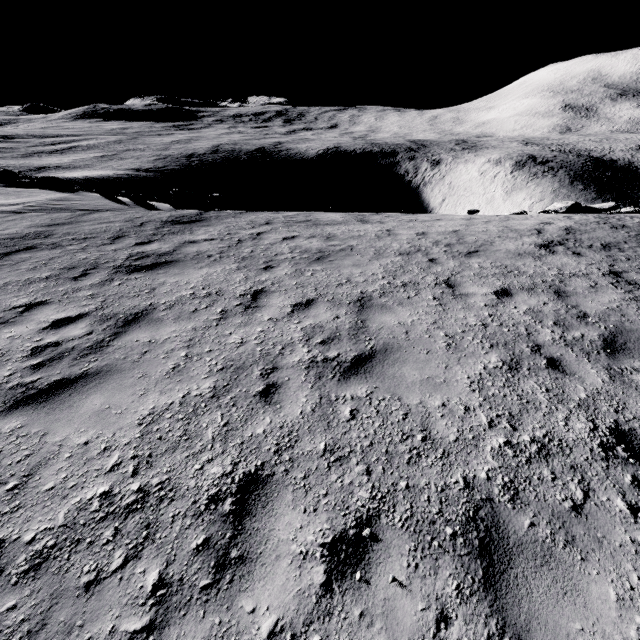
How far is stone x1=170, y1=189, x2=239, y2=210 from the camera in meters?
15.2 m

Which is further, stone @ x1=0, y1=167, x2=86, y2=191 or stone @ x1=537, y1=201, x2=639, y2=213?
stone @ x1=0, y1=167, x2=86, y2=191

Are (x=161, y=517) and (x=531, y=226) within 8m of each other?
no

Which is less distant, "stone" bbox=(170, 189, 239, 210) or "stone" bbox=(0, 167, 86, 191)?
"stone" bbox=(170, 189, 239, 210)

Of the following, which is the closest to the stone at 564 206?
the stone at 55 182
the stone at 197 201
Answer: the stone at 197 201

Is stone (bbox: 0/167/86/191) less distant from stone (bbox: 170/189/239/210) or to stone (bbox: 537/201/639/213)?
stone (bbox: 170/189/239/210)

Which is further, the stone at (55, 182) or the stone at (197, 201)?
the stone at (55, 182)
